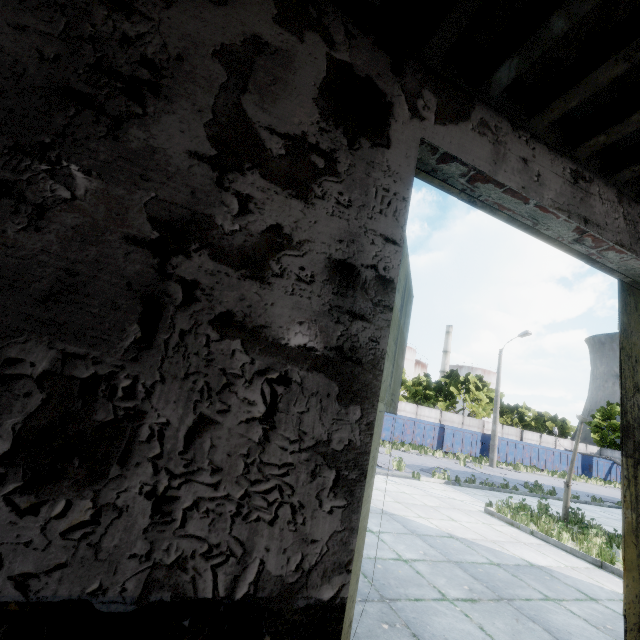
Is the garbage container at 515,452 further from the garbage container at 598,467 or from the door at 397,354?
the door at 397,354

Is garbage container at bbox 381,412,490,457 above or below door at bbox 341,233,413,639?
below

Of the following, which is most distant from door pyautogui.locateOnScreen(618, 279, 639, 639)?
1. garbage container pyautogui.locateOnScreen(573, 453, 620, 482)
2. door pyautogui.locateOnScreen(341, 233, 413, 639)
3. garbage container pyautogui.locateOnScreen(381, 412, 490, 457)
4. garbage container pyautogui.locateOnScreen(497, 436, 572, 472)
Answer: garbage container pyautogui.locateOnScreen(573, 453, 620, 482)

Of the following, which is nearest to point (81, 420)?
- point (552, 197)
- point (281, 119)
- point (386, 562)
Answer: point (281, 119)

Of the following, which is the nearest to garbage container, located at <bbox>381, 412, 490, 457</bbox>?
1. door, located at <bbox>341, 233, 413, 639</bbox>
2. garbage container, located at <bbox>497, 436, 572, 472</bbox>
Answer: garbage container, located at <bbox>497, 436, 572, 472</bbox>

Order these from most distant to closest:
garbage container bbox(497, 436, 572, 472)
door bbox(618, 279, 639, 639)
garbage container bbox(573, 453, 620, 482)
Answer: garbage container bbox(573, 453, 620, 482) < garbage container bbox(497, 436, 572, 472) < door bbox(618, 279, 639, 639)

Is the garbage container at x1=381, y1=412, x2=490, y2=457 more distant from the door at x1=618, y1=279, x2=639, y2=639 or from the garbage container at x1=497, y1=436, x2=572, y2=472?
the door at x1=618, y1=279, x2=639, y2=639

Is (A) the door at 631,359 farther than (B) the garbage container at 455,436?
No
